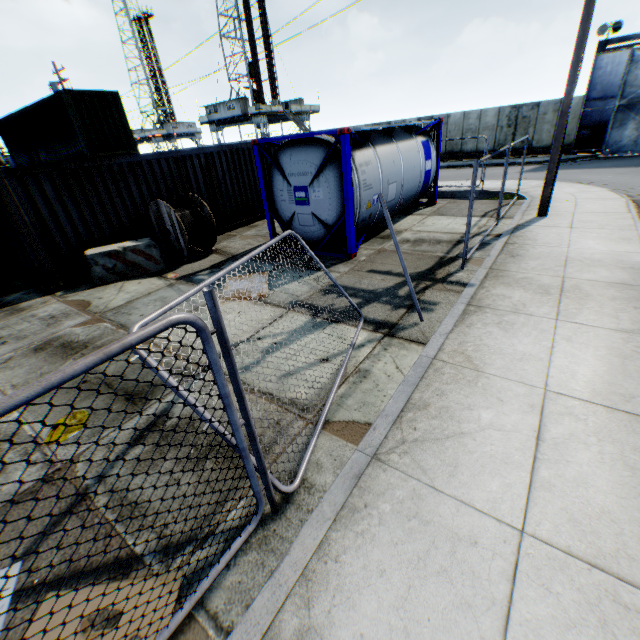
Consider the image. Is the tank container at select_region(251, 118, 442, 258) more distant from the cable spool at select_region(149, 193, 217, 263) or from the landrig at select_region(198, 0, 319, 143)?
the landrig at select_region(198, 0, 319, 143)

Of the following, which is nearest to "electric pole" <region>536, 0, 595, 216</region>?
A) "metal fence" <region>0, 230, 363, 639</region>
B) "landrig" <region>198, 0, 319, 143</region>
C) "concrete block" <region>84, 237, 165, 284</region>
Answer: "metal fence" <region>0, 230, 363, 639</region>

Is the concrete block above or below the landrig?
below

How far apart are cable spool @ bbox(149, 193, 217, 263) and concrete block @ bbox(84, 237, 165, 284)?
0.21m

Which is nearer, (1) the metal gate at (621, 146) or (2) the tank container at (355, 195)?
(2) the tank container at (355, 195)

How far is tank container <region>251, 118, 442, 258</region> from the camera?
7.85m

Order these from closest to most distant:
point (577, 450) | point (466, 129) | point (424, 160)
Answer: point (577, 450) < point (424, 160) < point (466, 129)

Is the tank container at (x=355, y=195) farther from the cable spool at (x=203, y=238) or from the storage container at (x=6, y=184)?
the storage container at (x=6, y=184)
